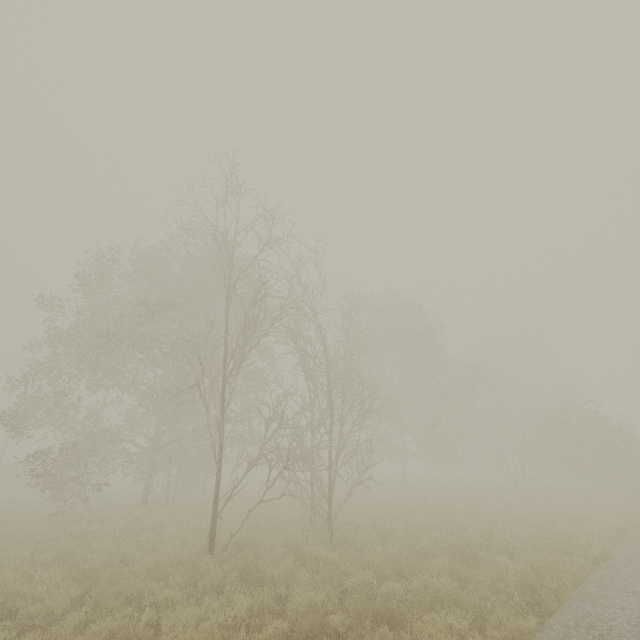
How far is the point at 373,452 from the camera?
31.8 meters
